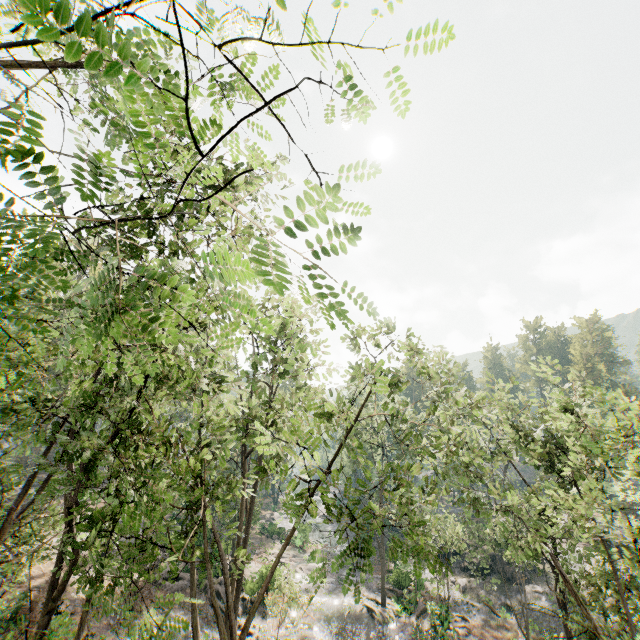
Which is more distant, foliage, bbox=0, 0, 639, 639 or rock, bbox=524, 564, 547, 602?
rock, bbox=524, 564, 547, 602

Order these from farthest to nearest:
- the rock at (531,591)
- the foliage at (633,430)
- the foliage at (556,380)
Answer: the rock at (531,591) → the foliage at (556,380) → the foliage at (633,430)

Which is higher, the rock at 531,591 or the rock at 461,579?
the rock at 531,591

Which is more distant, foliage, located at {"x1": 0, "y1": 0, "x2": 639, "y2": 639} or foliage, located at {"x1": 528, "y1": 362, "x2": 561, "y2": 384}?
foliage, located at {"x1": 528, "y1": 362, "x2": 561, "y2": 384}

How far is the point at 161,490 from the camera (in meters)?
7.11

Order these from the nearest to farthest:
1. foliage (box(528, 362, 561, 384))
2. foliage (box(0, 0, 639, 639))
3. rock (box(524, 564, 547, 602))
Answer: foliage (box(0, 0, 639, 639)), foliage (box(528, 362, 561, 384)), rock (box(524, 564, 547, 602))

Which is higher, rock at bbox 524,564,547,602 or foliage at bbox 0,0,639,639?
foliage at bbox 0,0,639,639
